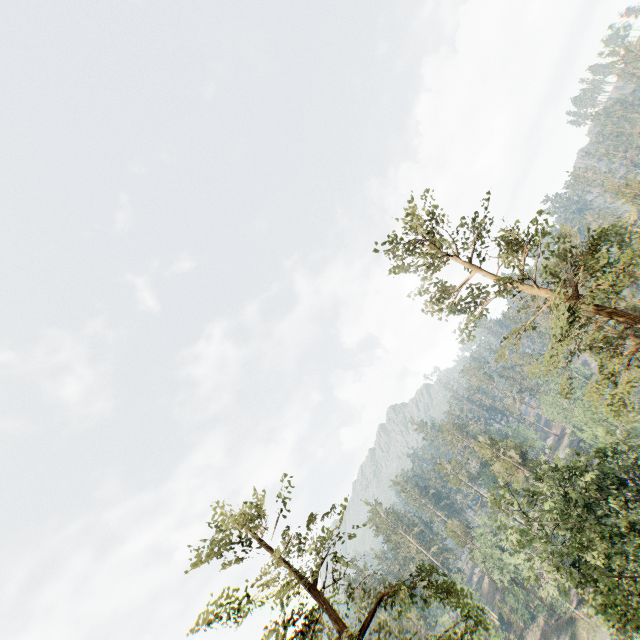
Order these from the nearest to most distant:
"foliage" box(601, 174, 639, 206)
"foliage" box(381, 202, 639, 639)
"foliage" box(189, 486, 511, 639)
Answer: "foliage" box(189, 486, 511, 639), "foliage" box(381, 202, 639, 639), "foliage" box(601, 174, 639, 206)

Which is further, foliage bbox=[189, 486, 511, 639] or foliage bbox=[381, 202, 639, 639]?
foliage bbox=[381, 202, 639, 639]

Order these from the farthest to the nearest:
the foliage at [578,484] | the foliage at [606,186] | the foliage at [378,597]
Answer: the foliage at [606,186], the foliage at [578,484], the foliage at [378,597]

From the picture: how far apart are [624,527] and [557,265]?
23.3m

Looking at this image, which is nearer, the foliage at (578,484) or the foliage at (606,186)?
the foliage at (578,484)
